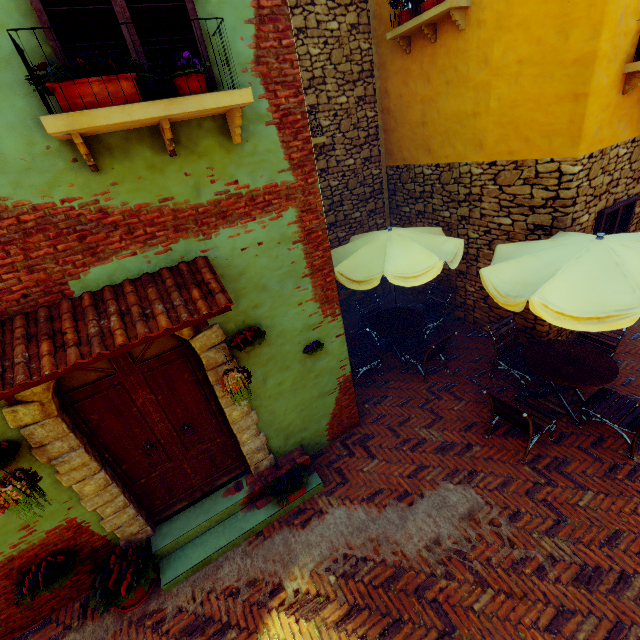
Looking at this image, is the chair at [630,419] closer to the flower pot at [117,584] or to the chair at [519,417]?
the chair at [519,417]

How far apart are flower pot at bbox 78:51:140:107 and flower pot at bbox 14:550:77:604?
4.63m

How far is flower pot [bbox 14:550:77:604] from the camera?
3.6m

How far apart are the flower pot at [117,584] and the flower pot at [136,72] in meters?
4.8 m

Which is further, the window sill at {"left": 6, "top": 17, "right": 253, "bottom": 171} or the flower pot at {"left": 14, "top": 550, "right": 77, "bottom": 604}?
the flower pot at {"left": 14, "top": 550, "right": 77, "bottom": 604}

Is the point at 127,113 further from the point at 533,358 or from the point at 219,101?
the point at 533,358

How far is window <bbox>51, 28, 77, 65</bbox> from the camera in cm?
230

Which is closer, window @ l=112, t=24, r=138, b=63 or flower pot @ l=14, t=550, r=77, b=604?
window @ l=112, t=24, r=138, b=63
